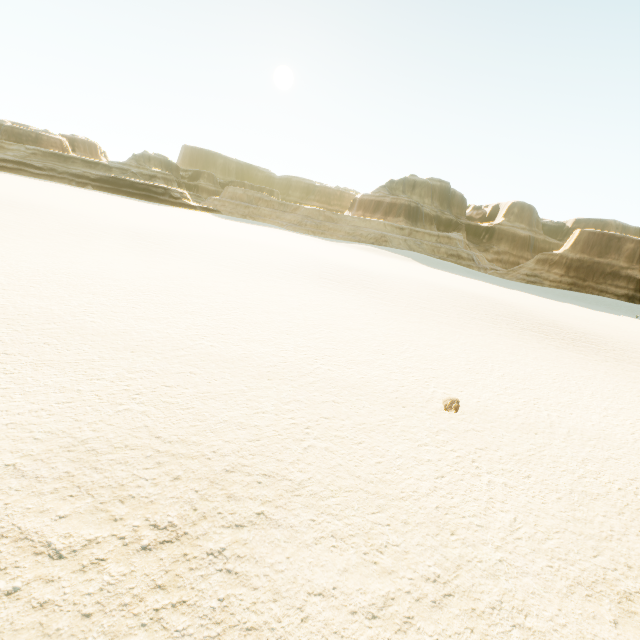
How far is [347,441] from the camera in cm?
677
